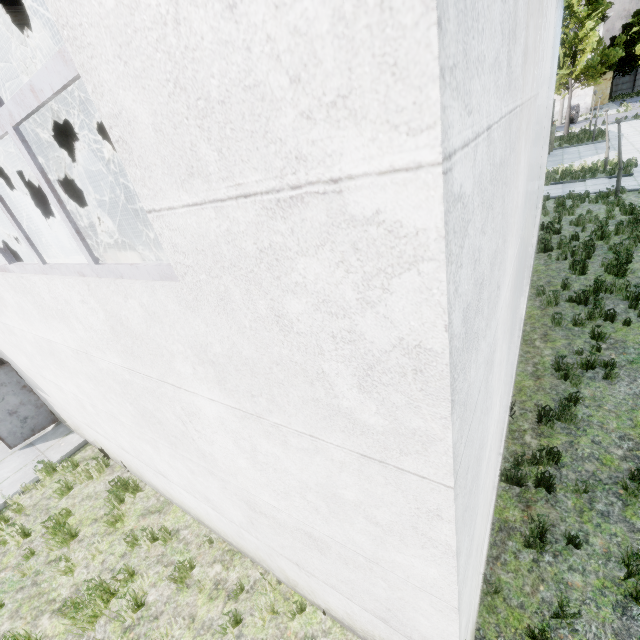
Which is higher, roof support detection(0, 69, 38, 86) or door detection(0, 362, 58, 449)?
roof support detection(0, 69, 38, 86)

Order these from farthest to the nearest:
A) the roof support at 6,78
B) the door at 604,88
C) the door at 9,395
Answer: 1. the door at 604,88
2. the door at 9,395
3. the roof support at 6,78

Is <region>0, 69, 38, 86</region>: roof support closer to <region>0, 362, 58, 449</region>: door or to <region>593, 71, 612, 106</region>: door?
<region>0, 362, 58, 449</region>: door

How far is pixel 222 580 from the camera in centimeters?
492cm

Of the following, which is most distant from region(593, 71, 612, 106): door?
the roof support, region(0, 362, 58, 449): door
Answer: region(0, 362, 58, 449): door

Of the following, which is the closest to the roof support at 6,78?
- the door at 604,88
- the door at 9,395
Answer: the door at 9,395
